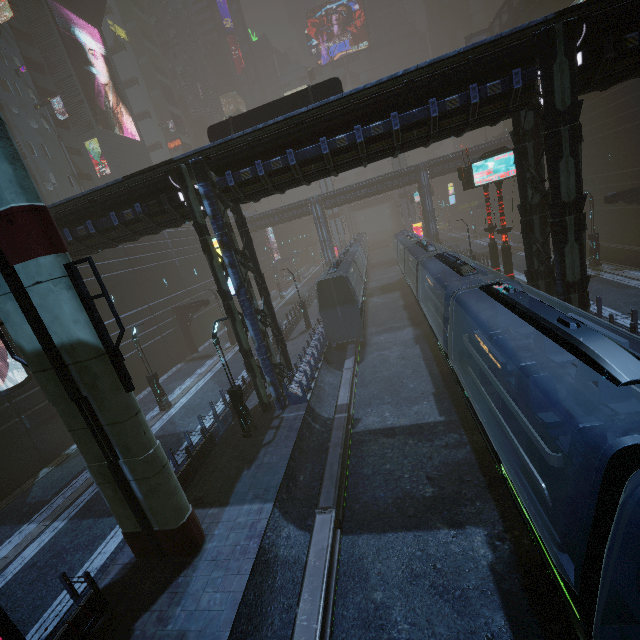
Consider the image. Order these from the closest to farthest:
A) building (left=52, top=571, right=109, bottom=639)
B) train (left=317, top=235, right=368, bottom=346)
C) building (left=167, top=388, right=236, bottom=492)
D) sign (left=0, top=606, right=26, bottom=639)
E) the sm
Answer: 1. sign (left=0, top=606, right=26, bottom=639)
2. the sm
3. building (left=52, top=571, right=109, bottom=639)
4. building (left=167, top=388, right=236, bottom=492)
5. train (left=317, top=235, right=368, bottom=346)

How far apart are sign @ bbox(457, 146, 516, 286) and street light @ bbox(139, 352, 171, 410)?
21.6m

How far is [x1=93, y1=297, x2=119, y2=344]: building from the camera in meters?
22.8

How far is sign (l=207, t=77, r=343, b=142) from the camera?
16.34m

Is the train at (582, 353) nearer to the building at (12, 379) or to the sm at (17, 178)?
the building at (12, 379)

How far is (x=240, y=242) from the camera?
47.9m

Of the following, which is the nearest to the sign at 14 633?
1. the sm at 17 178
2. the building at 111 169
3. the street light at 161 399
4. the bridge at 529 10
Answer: the building at 111 169

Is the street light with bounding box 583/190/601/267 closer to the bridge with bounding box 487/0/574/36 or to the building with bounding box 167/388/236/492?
the building with bounding box 167/388/236/492
